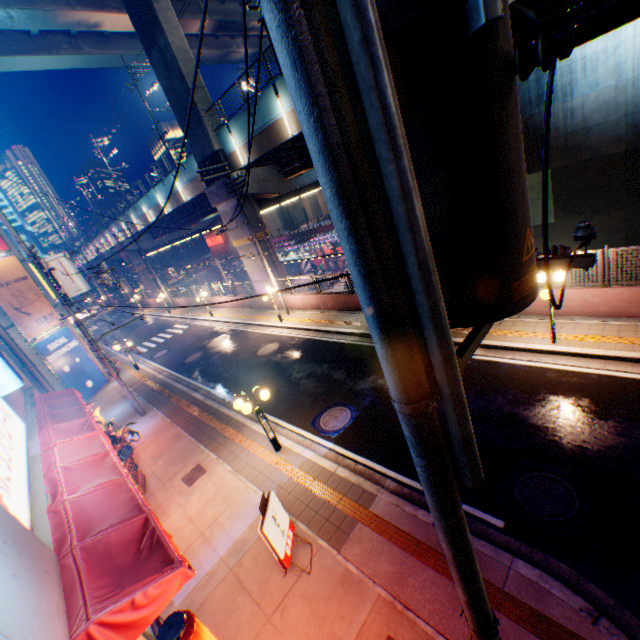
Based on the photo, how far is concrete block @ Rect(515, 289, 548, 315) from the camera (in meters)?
10.86

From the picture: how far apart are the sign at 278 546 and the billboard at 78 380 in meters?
17.9

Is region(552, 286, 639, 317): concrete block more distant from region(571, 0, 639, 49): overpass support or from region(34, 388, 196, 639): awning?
region(34, 388, 196, 639): awning

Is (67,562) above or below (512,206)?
below

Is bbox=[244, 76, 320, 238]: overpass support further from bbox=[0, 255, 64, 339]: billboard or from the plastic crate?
the plastic crate

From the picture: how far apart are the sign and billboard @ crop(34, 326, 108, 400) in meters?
17.9

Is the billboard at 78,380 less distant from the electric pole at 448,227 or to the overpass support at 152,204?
the overpass support at 152,204

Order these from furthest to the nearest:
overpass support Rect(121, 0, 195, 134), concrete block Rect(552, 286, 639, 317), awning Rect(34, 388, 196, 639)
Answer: overpass support Rect(121, 0, 195, 134) < concrete block Rect(552, 286, 639, 317) < awning Rect(34, 388, 196, 639)
